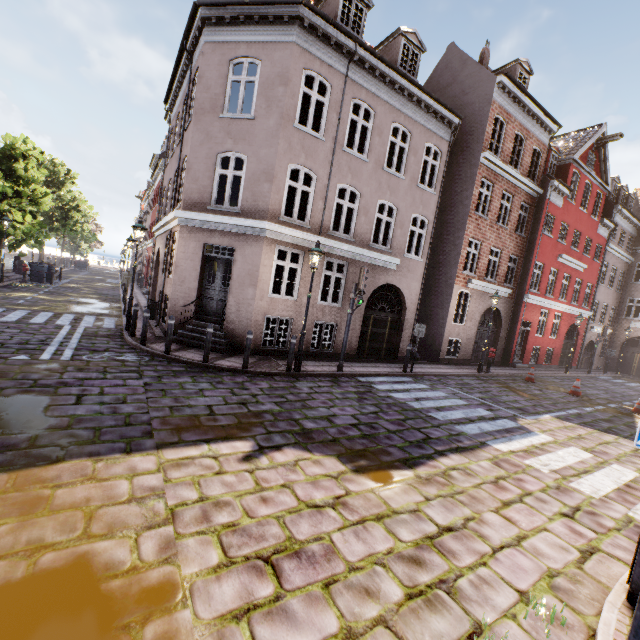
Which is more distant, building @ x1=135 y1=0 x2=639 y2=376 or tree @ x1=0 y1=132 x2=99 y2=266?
tree @ x1=0 y1=132 x2=99 y2=266

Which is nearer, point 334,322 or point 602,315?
point 334,322

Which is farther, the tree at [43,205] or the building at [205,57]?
the tree at [43,205]
